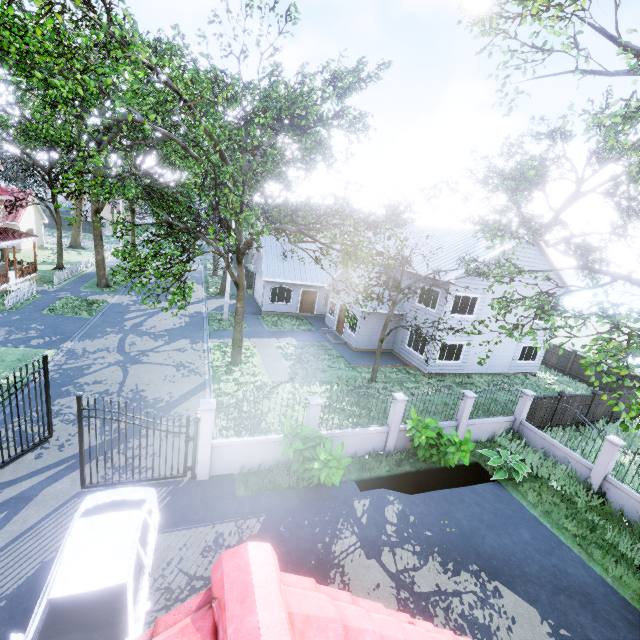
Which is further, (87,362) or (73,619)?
(87,362)

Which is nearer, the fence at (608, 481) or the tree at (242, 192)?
the tree at (242, 192)

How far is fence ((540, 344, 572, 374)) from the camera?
24.2 meters

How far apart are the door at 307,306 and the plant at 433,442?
17.8m

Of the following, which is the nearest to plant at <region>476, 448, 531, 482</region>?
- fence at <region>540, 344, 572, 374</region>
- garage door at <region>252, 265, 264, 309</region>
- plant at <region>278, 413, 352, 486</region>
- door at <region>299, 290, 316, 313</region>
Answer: plant at <region>278, 413, 352, 486</region>

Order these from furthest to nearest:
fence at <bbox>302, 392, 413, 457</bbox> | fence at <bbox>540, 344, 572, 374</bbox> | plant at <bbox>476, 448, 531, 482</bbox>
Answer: fence at <bbox>540, 344, 572, 374</bbox> → plant at <bbox>476, 448, 531, 482</bbox> → fence at <bbox>302, 392, 413, 457</bbox>

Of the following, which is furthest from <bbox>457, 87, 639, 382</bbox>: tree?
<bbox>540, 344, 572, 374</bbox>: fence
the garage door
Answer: the garage door

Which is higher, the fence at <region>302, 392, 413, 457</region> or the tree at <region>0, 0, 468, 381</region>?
the tree at <region>0, 0, 468, 381</region>
